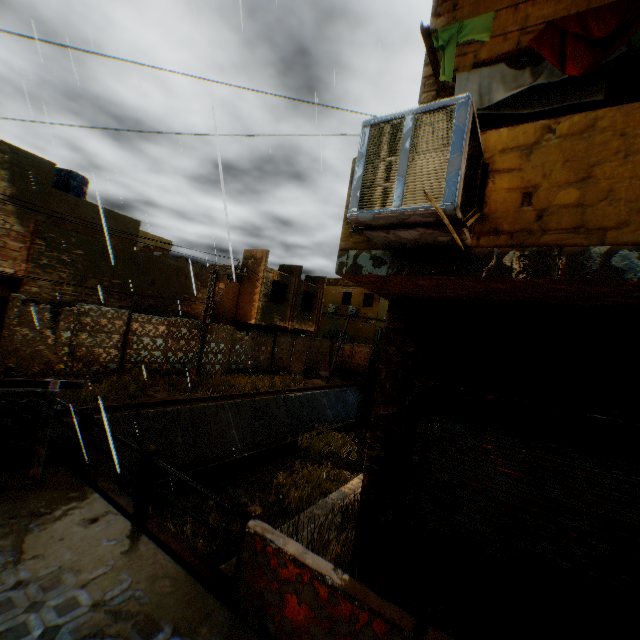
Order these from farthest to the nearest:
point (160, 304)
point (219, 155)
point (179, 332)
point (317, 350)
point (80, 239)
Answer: point (317, 350)
point (160, 304)
point (179, 332)
point (80, 239)
point (219, 155)

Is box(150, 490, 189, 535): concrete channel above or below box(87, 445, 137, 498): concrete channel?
below

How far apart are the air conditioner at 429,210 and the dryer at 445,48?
1.4m

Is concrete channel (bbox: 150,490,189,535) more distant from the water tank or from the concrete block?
the water tank

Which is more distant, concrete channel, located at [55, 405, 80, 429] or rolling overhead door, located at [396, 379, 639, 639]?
concrete channel, located at [55, 405, 80, 429]

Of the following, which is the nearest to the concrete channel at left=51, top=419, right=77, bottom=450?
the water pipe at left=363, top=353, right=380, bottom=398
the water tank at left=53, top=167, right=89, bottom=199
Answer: the water pipe at left=363, top=353, right=380, bottom=398

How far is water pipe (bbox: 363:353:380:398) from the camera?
28.81m

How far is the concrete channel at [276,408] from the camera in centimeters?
1123cm
